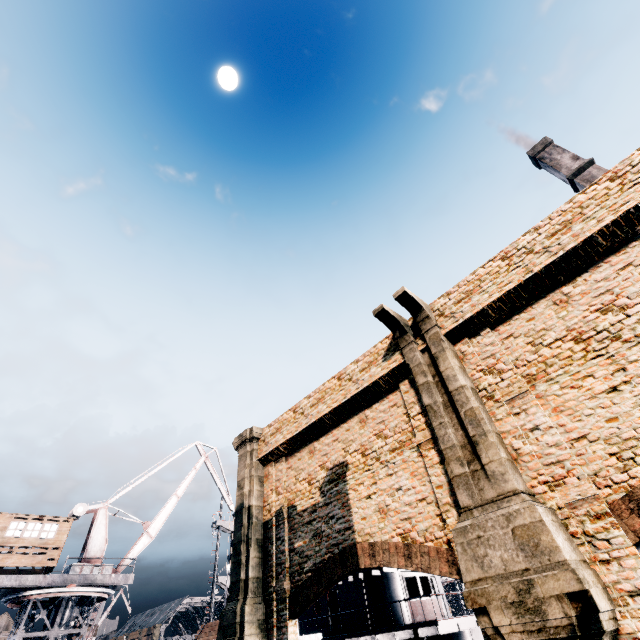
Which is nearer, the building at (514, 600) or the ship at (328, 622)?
the building at (514, 600)

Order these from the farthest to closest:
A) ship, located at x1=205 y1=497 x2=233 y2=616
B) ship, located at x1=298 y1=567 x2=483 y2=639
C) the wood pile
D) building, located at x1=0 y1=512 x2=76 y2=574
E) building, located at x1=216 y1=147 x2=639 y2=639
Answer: ship, located at x1=205 y1=497 x2=233 y2=616 → the wood pile → building, located at x1=0 y1=512 x2=76 y2=574 → ship, located at x1=298 y1=567 x2=483 y2=639 → building, located at x1=216 y1=147 x2=639 y2=639

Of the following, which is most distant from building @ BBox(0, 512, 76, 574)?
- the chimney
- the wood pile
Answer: the chimney

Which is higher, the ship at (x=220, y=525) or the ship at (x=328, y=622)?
the ship at (x=220, y=525)

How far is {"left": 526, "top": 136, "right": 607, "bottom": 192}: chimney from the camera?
43.91m

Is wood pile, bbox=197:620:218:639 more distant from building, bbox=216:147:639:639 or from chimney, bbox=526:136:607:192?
chimney, bbox=526:136:607:192

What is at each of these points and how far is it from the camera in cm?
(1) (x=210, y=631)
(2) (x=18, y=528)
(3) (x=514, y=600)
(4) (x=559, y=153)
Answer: (1) wood pile, 2933
(2) building, 2306
(3) building, 668
(4) chimney, 4891

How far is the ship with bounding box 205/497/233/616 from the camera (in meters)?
37.91
